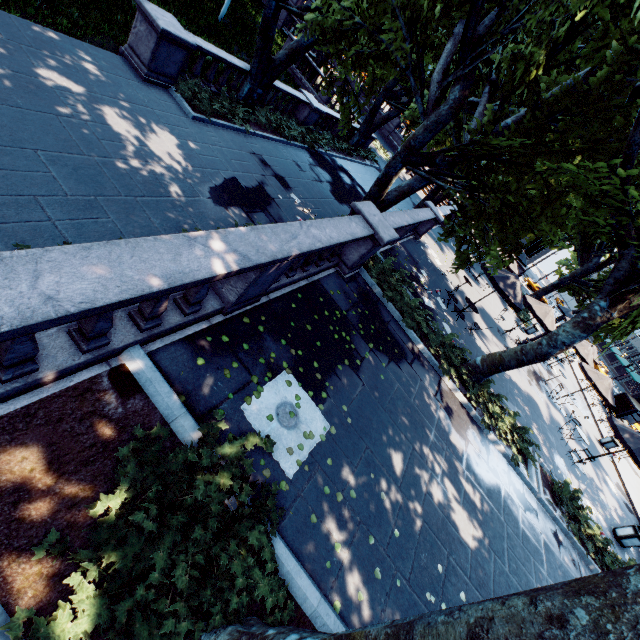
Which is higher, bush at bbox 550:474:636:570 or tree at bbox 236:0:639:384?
tree at bbox 236:0:639:384

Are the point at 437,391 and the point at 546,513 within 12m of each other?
yes

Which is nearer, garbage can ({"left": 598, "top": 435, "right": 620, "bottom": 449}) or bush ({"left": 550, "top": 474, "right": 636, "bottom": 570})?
bush ({"left": 550, "top": 474, "right": 636, "bottom": 570})

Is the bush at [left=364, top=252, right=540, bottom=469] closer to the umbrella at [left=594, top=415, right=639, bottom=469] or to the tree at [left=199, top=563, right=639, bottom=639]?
the tree at [left=199, top=563, right=639, bottom=639]

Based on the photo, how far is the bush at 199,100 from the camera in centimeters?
1216cm

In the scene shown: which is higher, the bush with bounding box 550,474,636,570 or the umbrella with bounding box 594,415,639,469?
the umbrella with bounding box 594,415,639,469

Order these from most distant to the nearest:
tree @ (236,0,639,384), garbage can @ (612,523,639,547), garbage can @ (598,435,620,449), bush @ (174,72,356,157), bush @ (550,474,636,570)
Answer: garbage can @ (598,435,620,449), garbage can @ (612,523,639,547), bush @ (174,72,356,157), bush @ (550,474,636,570), tree @ (236,0,639,384)

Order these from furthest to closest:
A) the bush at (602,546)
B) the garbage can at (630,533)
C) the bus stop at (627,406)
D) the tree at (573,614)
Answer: the bus stop at (627,406) < the garbage can at (630,533) < the bush at (602,546) < the tree at (573,614)
